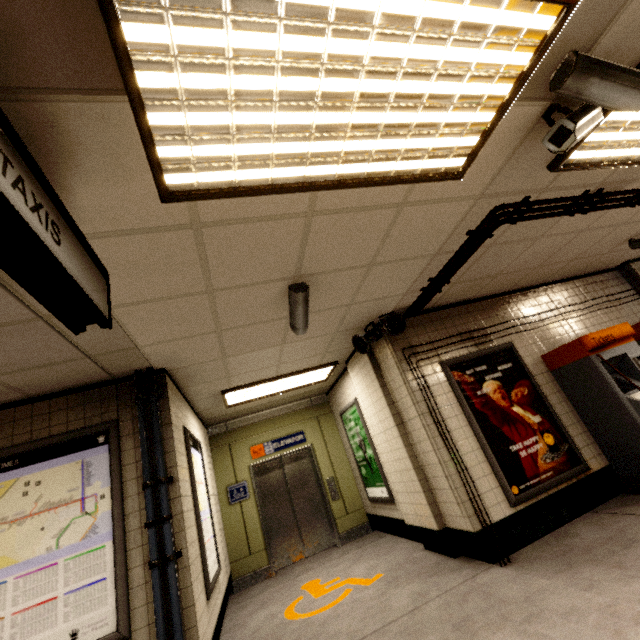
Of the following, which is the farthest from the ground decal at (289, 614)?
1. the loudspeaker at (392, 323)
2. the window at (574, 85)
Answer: the window at (574, 85)

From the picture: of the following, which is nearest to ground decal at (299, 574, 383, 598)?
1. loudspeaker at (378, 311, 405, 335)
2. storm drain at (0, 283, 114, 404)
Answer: loudspeaker at (378, 311, 405, 335)

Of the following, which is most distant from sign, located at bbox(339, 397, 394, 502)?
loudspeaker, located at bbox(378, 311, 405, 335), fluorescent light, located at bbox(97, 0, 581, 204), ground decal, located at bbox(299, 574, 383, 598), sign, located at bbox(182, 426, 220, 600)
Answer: fluorescent light, located at bbox(97, 0, 581, 204)

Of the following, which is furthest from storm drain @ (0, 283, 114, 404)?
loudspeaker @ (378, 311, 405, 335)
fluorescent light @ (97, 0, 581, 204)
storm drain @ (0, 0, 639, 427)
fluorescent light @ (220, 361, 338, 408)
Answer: loudspeaker @ (378, 311, 405, 335)

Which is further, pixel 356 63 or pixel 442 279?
pixel 442 279

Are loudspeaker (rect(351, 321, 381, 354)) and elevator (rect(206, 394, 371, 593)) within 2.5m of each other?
no

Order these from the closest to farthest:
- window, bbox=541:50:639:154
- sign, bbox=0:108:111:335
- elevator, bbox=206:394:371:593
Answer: sign, bbox=0:108:111:335, window, bbox=541:50:639:154, elevator, bbox=206:394:371:593

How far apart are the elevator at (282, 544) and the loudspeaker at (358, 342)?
3.62m
